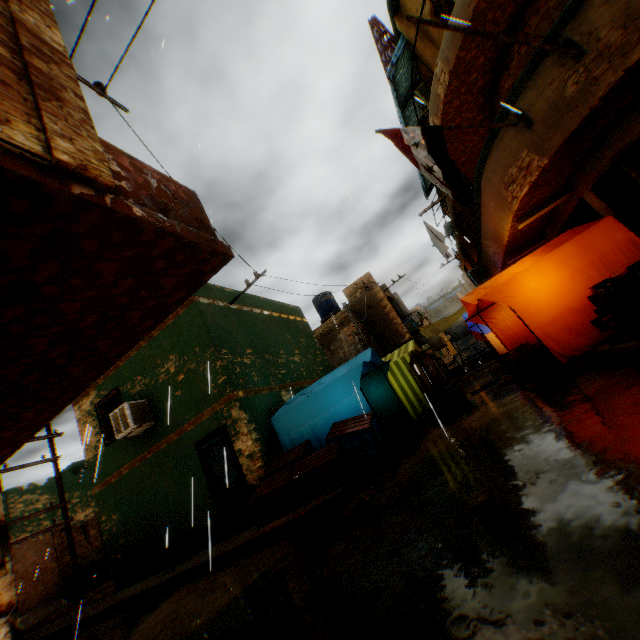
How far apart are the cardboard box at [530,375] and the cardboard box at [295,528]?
5.1 meters

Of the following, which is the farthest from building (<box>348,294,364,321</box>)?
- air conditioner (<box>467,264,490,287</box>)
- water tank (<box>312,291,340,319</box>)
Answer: water tank (<box>312,291,340,319</box>)

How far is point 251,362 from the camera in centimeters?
1004cm

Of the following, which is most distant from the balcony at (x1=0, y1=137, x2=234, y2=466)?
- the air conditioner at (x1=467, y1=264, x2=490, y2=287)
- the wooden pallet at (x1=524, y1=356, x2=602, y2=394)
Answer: the air conditioner at (x1=467, y1=264, x2=490, y2=287)

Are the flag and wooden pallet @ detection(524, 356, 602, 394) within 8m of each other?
yes

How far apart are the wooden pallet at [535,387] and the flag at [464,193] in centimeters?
352cm

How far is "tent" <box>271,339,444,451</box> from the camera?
7.8 meters

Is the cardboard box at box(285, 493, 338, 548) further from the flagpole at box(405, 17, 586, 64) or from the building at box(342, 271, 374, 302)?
the flagpole at box(405, 17, 586, 64)
